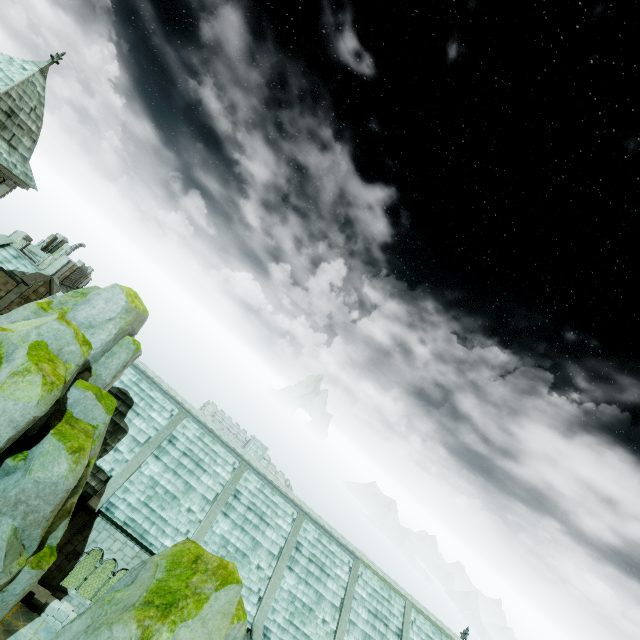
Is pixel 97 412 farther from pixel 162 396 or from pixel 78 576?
pixel 78 576

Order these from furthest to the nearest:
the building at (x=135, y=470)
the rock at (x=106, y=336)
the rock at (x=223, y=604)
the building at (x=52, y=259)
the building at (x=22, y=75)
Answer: the building at (x=52, y=259) → the building at (x=135, y=470) → the building at (x=22, y=75) → the rock at (x=106, y=336) → the rock at (x=223, y=604)

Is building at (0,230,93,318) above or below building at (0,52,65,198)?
below

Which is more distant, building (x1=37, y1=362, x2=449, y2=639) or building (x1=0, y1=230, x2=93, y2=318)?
building (x1=0, y1=230, x2=93, y2=318)

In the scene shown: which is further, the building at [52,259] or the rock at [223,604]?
the building at [52,259]

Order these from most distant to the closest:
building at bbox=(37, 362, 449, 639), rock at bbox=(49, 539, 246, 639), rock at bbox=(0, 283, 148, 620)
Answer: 1. building at bbox=(37, 362, 449, 639)
2. rock at bbox=(0, 283, 148, 620)
3. rock at bbox=(49, 539, 246, 639)

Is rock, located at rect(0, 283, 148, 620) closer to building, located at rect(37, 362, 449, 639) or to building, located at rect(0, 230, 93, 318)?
building, located at rect(37, 362, 449, 639)
